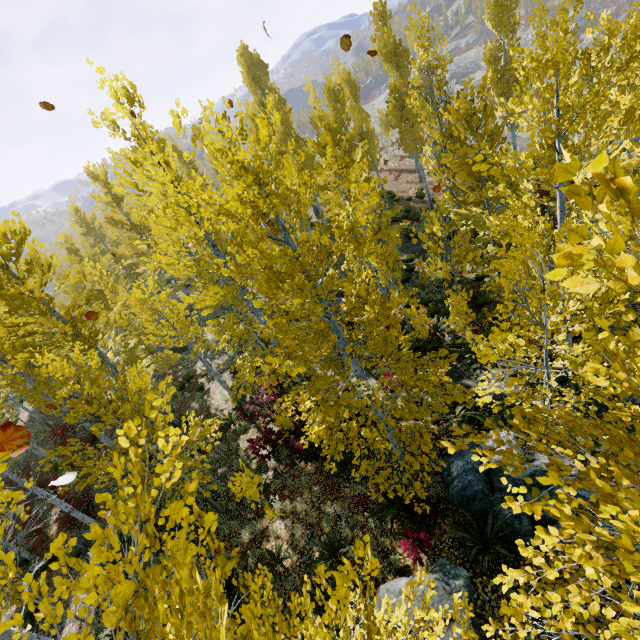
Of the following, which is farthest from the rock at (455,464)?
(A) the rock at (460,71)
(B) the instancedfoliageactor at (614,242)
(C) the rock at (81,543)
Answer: (A) the rock at (460,71)

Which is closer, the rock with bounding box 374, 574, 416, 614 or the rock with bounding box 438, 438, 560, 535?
the rock with bounding box 374, 574, 416, 614

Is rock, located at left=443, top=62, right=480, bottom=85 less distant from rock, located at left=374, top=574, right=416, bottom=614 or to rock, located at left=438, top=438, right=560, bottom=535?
rock, located at left=438, top=438, right=560, bottom=535

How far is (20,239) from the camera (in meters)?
10.87

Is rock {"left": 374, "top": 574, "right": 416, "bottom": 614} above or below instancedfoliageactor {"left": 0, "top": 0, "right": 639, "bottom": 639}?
below

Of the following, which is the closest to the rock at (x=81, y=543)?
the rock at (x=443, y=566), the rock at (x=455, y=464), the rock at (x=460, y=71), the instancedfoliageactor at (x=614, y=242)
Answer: the instancedfoliageactor at (x=614, y=242)

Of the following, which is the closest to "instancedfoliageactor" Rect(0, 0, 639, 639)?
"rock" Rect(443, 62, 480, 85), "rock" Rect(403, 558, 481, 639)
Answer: "rock" Rect(403, 558, 481, 639)

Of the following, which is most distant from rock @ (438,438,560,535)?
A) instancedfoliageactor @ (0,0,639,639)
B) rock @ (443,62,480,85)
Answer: rock @ (443,62,480,85)
